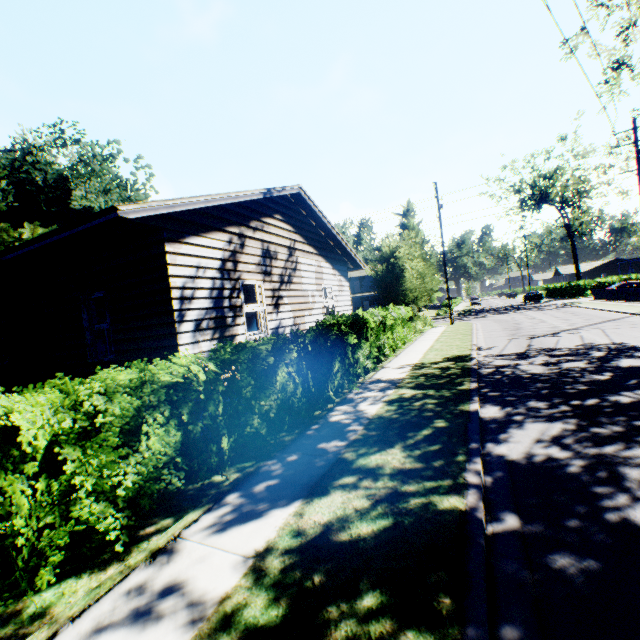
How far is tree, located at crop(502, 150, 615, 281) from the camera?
42.6m

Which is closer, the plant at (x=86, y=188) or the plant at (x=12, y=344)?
the plant at (x=12, y=344)

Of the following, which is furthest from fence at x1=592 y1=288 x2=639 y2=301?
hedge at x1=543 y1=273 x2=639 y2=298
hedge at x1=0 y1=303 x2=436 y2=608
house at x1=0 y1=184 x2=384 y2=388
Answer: hedge at x1=0 y1=303 x2=436 y2=608

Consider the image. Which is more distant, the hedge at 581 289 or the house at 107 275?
the hedge at 581 289

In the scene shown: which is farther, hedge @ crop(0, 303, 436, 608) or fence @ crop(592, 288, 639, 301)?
fence @ crop(592, 288, 639, 301)

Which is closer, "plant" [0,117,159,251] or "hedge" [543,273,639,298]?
"plant" [0,117,159,251]

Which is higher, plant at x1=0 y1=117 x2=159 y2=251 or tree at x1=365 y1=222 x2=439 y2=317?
plant at x1=0 y1=117 x2=159 y2=251

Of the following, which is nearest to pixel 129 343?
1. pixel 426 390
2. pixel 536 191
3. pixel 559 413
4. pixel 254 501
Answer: pixel 254 501
